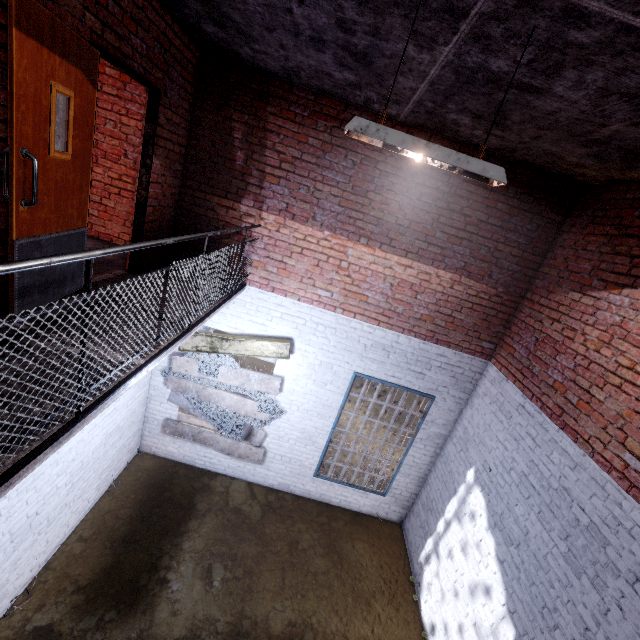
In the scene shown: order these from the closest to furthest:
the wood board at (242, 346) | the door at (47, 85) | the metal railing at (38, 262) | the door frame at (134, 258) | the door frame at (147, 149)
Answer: the metal railing at (38, 262), the door at (47, 85), the door frame at (147, 149), the door frame at (134, 258), the wood board at (242, 346)

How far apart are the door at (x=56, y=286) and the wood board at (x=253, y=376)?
2.2 meters

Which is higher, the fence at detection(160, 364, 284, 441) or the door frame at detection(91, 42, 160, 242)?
the door frame at detection(91, 42, 160, 242)

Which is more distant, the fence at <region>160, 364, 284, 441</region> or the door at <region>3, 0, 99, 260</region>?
the fence at <region>160, 364, 284, 441</region>

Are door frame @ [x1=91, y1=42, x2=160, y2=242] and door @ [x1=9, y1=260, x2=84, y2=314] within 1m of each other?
yes

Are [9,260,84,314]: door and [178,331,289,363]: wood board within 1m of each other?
no

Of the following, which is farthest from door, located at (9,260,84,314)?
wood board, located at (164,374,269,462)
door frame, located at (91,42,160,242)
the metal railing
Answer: wood board, located at (164,374,269,462)

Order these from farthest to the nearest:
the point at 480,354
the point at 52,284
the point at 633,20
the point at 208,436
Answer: the point at 208,436 → the point at 480,354 → the point at 52,284 → the point at 633,20
